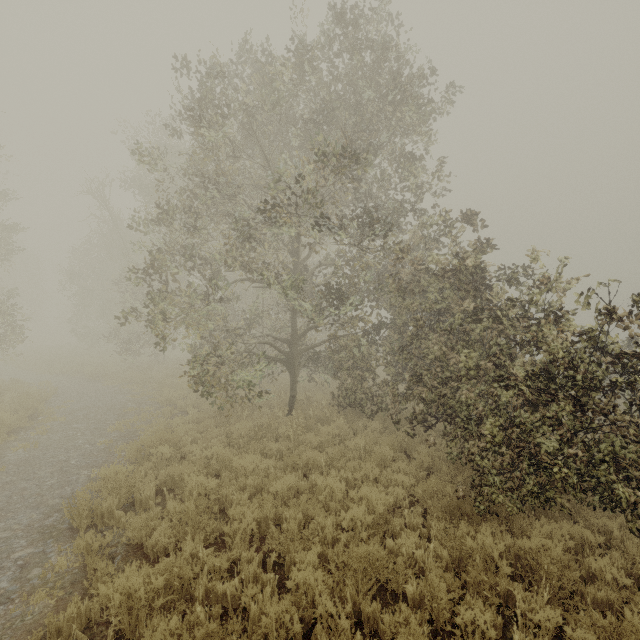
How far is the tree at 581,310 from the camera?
4.3 meters

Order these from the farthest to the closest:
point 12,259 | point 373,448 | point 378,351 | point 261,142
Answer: point 12,259 < point 378,351 < point 261,142 < point 373,448

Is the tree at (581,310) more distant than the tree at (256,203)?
No

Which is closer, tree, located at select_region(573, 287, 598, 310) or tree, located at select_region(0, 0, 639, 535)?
tree, located at select_region(573, 287, 598, 310)

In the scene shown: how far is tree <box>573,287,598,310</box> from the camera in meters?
→ 4.3 m
